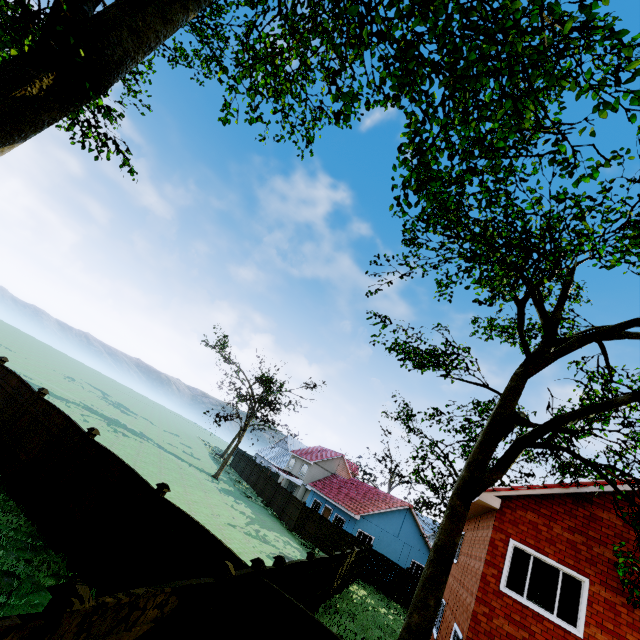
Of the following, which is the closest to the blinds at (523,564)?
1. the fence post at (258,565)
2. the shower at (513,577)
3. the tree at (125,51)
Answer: the shower at (513,577)

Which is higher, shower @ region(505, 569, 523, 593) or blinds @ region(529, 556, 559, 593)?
blinds @ region(529, 556, 559, 593)

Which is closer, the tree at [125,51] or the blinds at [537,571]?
the tree at [125,51]

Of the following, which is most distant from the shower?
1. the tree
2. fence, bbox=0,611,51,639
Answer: fence, bbox=0,611,51,639

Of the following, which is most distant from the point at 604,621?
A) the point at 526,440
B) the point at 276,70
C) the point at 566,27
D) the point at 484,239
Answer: the point at 276,70

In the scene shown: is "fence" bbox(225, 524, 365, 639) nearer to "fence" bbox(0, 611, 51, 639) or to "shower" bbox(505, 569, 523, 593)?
"fence" bbox(0, 611, 51, 639)

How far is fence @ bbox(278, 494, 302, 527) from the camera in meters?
28.4

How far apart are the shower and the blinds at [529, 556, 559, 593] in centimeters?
228cm
